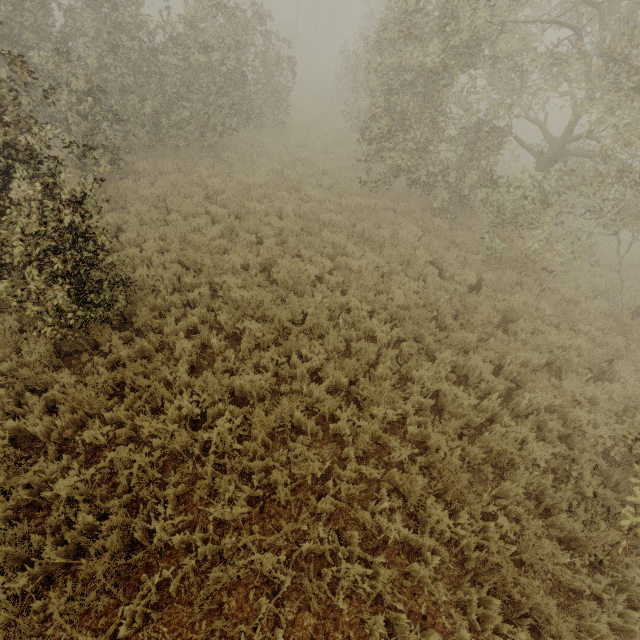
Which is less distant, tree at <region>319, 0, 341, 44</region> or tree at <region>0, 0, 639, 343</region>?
tree at <region>0, 0, 639, 343</region>

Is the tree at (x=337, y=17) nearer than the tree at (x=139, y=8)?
No

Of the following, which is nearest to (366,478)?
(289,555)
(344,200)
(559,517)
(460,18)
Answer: (289,555)
